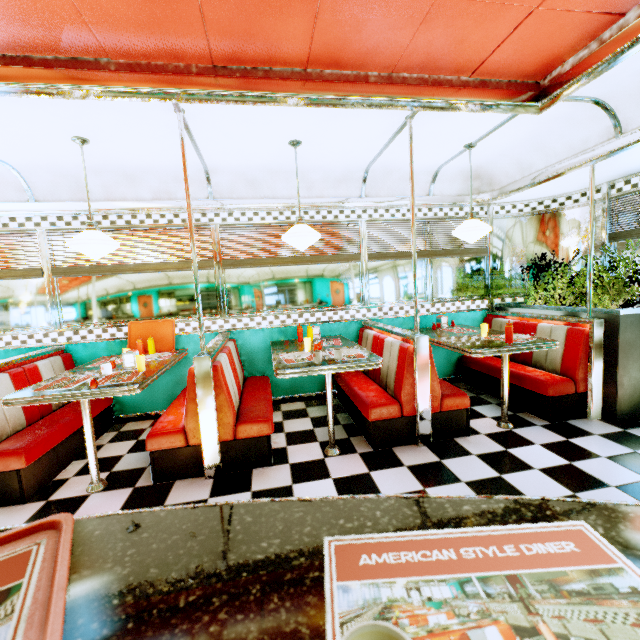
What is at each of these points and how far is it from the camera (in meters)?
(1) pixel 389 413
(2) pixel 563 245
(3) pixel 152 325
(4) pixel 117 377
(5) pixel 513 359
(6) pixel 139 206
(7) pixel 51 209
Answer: (1) seat, 3.10
(2) window, 4.62
(3) food tray, 4.11
(4) placemat, 2.91
(5) seat, 4.31
(6) trim, 3.90
(7) trim, 3.74

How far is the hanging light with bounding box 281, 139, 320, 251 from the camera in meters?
3.2 m

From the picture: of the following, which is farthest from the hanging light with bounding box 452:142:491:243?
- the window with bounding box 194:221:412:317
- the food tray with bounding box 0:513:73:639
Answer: the food tray with bounding box 0:513:73:639

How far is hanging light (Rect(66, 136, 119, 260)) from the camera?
2.9m

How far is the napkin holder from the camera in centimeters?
318cm

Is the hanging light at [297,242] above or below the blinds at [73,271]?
above

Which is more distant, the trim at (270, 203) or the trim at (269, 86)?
the trim at (270, 203)

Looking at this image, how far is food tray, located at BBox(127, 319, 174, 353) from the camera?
4.05m
